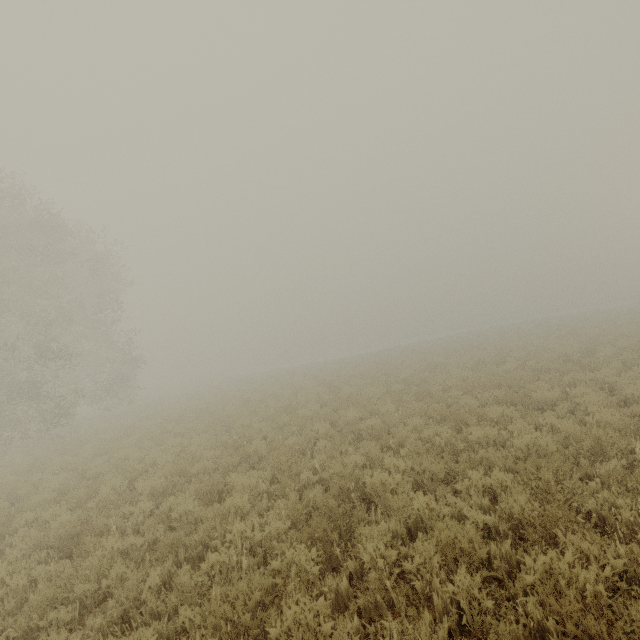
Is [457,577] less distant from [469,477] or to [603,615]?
[603,615]
